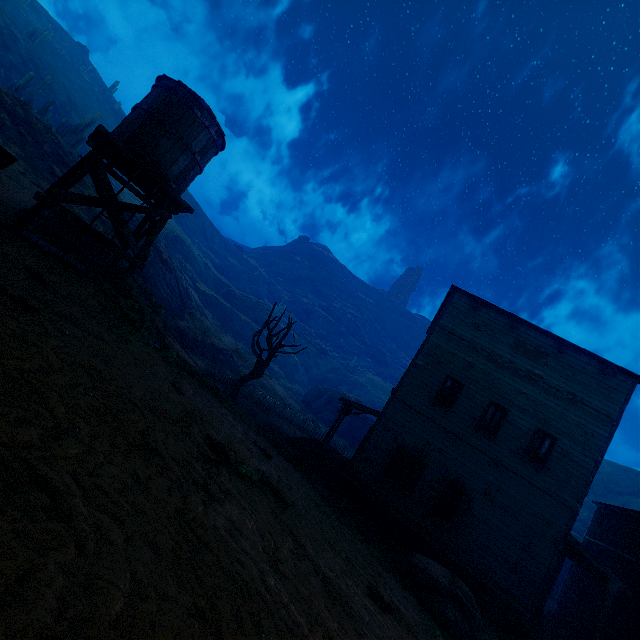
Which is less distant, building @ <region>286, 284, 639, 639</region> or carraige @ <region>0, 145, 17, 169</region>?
carraige @ <region>0, 145, 17, 169</region>

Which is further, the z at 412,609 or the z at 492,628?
the z at 492,628

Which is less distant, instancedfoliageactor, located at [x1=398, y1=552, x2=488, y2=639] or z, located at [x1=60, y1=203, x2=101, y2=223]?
instancedfoliageactor, located at [x1=398, y1=552, x2=488, y2=639]

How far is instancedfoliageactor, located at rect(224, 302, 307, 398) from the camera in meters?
18.2 m

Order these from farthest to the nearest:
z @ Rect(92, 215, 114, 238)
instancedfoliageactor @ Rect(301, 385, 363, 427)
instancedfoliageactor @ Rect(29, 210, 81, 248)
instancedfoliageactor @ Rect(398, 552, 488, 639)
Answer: instancedfoliageactor @ Rect(301, 385, 363, 427), z @ Rect(92, 215, 114, 238), instancedfoliageactor @ Rect(29, 210, 81, 248), instancedfoliageactor @ Rect(398, 552, 488, 639)

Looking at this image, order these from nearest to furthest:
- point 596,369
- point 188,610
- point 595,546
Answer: point 188,610
point 596,369
point 595,546

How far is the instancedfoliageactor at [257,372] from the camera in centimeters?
1824cm

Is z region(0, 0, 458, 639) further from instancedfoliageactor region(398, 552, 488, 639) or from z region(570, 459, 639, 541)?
z region(570, 459, 639, 541)
